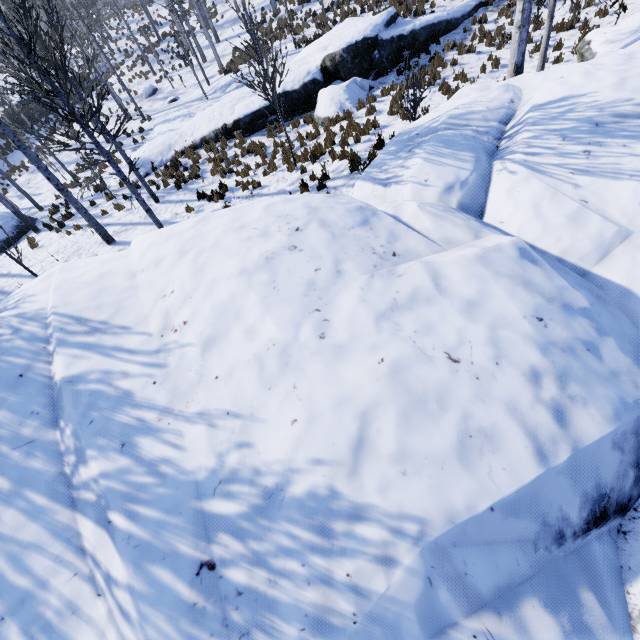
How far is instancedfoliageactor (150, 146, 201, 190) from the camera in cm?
1335

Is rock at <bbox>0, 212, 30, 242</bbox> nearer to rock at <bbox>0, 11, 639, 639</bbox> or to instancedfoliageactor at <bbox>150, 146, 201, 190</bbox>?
instancedfoliageactor at <bbox>150, 146, 201, 190</bbox>

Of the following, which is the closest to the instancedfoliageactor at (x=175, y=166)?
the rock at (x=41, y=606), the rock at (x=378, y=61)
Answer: the rock at (x=41, y=606)

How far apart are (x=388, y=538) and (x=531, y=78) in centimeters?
783cm

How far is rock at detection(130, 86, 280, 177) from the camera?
14.30m

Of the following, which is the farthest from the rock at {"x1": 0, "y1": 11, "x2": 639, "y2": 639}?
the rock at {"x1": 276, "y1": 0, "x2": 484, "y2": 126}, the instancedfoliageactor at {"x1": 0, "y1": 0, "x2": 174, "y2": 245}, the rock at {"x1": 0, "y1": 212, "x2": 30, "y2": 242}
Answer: the rock at {"x1": 0, "y1": 212, "x2": 30, "y2": 242}

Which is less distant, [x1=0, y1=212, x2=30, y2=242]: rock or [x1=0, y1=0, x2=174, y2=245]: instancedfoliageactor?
[x1=0, y1=0, x2=174, y2=245]: instancedfoliageactor

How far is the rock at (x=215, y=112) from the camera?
14.3 meters
